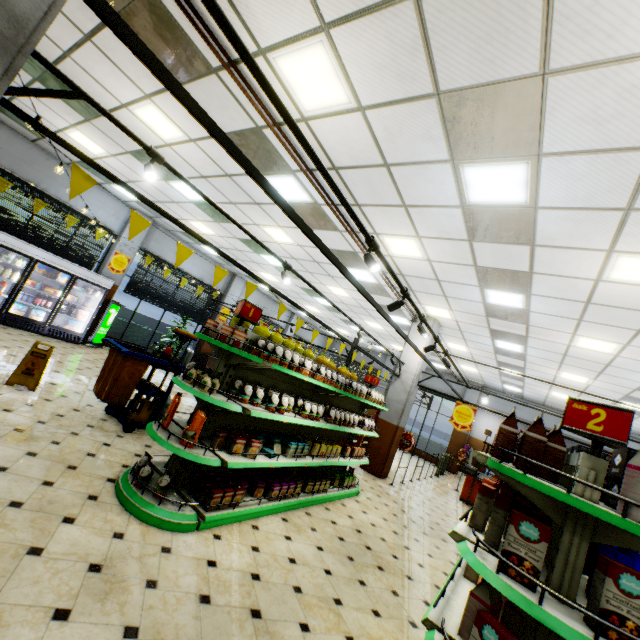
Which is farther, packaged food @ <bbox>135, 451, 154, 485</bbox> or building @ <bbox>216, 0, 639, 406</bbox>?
packaged food @ <bbox>135, 451, 154, 485</bbox>

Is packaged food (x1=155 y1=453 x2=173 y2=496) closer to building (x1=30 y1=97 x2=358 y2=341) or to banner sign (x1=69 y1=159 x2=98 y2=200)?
building (x1=30 y1=97 x2=358 y2=341)

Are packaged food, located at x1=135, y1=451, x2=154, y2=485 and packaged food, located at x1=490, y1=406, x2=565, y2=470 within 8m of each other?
yes

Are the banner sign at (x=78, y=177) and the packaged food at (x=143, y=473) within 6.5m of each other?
yes

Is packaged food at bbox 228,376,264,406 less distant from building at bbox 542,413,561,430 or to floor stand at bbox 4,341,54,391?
building at bbox 542,413,561,430

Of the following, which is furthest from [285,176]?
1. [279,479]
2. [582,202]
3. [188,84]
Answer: [279,479]

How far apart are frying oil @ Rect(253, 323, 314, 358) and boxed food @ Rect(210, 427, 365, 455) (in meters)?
1.18

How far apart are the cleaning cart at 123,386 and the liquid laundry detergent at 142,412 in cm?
2
